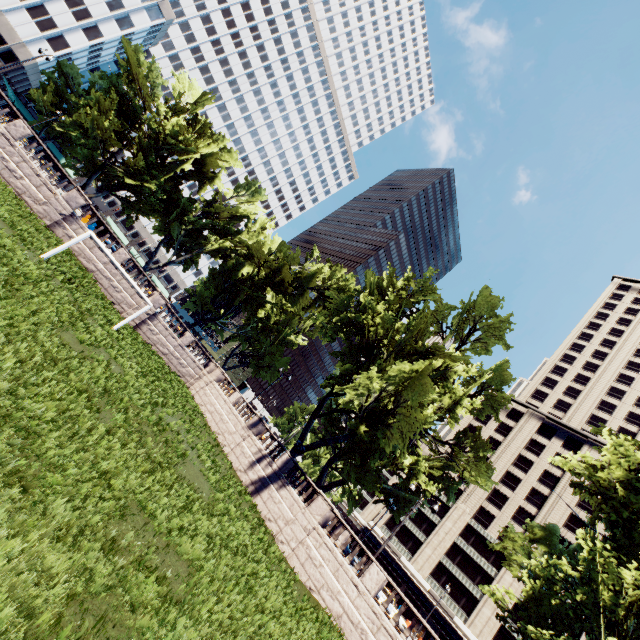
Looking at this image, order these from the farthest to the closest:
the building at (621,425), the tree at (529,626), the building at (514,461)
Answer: the building at (621,425) < the building at (514,461) < the tree at (529,626)

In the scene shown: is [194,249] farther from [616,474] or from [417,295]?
[616,474]

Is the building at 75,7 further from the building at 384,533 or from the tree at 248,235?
the building at 384,533

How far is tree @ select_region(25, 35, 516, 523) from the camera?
26.7 meters

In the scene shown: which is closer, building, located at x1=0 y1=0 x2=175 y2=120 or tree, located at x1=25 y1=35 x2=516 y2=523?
tree, located at x1=25 y1=35 x2=516 y2=523

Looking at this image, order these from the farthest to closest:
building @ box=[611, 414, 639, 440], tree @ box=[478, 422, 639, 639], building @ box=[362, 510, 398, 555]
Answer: building @ box=[611, 414, 639, 440] < building @ box=[362, 510, 398, 555] < tree @ box=[478, 422, 639, 639]

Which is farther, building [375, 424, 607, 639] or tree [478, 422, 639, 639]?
building [375, 424, 607, 639]

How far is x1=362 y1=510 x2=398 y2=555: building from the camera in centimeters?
5606cm
